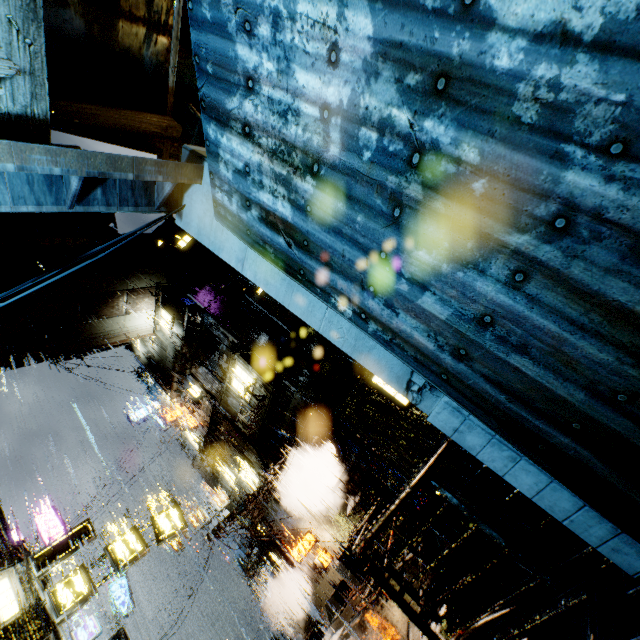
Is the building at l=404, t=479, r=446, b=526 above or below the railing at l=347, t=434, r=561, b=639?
below

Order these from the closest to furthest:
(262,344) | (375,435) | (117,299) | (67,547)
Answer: (67,547)
(375,435)
(262,344)
(117,299)

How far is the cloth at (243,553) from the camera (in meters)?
21.88

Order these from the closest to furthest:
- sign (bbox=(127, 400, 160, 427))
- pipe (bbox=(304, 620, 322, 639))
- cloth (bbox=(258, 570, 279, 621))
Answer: pipe (bbox=(304, 620, 322, 639)) → cloth (bbox=(258, 570, 279, 621)) → sign (bbox=(127, 400, 160, 427))

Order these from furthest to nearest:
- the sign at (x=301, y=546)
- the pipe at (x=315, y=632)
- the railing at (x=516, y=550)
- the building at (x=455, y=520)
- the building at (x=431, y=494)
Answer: the pipe at (x=315, y=632)
the sign at (x=301, y=546)
the building at (x=431, y=494)
the building at (x=455, y=520)
the railing at (x=516, y=550)

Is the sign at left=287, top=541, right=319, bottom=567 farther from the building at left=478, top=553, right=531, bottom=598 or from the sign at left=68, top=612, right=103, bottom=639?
the sign at left=68, top=612, right=103, bottom=639

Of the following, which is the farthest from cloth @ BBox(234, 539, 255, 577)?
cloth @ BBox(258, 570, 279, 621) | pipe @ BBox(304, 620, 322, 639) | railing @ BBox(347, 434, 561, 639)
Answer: A: railing @ BBox(347, 434, 561, 639)

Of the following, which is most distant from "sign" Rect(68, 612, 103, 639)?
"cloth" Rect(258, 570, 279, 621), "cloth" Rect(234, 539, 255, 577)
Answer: "cloth" Rect(258, 570, 279, 621)
